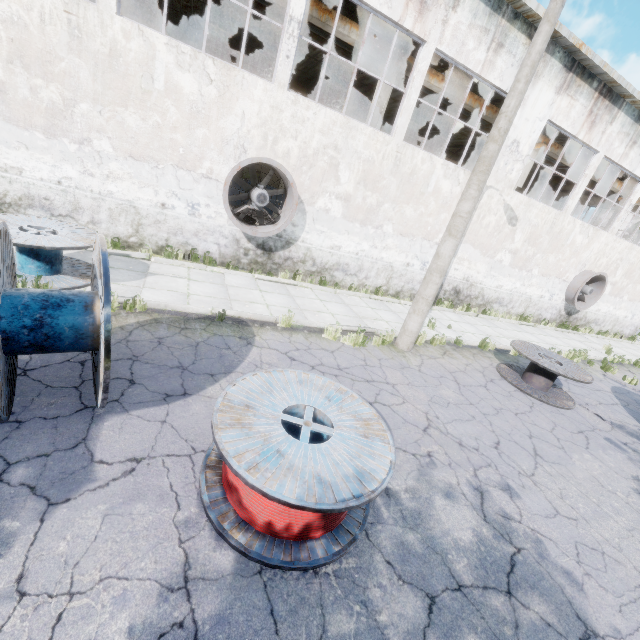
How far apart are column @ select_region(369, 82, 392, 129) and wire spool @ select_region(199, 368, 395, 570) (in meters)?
10.99

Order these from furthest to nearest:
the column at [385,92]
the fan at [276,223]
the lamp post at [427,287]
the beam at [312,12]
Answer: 1. the column at [385,92]
2. the beam at [312,12]
3. the fan at [276,223]
4. the lamp post at [427,287]

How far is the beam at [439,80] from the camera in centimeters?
1273cm

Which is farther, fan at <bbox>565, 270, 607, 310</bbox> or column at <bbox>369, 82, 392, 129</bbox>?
fan at <bbox>565, 270, 607, 310</bbox>

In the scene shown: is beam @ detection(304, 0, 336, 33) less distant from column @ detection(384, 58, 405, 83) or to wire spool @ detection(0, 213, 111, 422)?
column @ detection(384, 58, 405, 83)

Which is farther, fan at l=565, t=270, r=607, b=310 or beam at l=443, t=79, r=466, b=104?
fan at l=565, t=270, r=607, b=310

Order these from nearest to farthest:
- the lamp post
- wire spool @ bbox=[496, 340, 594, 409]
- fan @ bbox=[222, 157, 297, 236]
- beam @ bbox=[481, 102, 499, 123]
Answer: the lamp post
wire spool @ bbox=[496, 340, 594, 409]
fan @ bbox=[222, 157, 297, 236]
beam @ bbox=[481, 102, 499, 123]

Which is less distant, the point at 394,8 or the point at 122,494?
the point at 122,494
